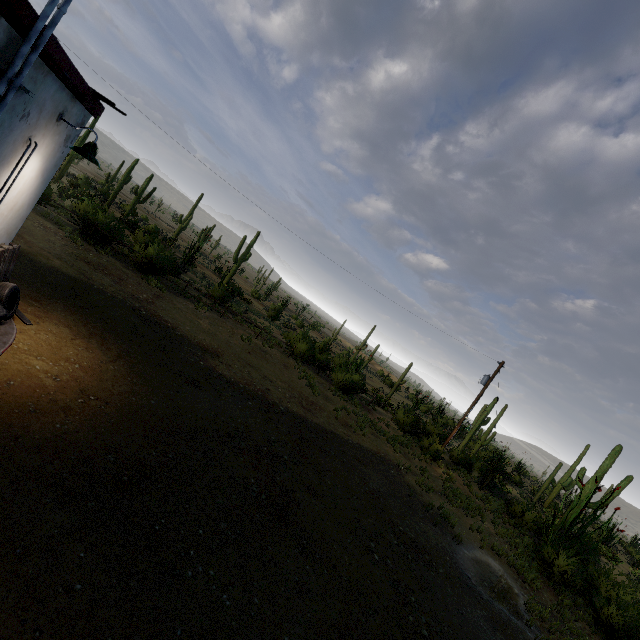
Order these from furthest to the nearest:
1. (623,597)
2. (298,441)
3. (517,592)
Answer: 1. (623,597)
2. (517,592)
3. (298,441)

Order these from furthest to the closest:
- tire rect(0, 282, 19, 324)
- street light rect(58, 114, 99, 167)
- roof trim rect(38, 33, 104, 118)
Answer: tire rect(0, 282, 19, 324), street light rect(58, 114, 99, 167), roof trim rect(38, 33, 104, 118)

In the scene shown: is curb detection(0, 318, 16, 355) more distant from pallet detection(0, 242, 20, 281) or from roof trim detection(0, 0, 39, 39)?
roof trim detection(0, 0, 39, 39)

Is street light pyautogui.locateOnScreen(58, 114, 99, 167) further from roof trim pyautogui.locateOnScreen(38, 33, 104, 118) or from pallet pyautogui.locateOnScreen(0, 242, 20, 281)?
pallet pyautogui.locateOnScreen(0, 242, 20, 281)

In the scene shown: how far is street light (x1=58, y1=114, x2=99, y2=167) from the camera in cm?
494

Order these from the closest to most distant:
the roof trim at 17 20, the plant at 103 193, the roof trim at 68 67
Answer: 1. the roof trim at 17 20
2. the roof trim at 68 67
3. the plant at 103 193

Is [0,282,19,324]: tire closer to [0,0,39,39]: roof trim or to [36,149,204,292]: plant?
[0,0,39,39]: roof trim

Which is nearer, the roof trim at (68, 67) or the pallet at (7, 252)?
the roof trim at (68, 67)
